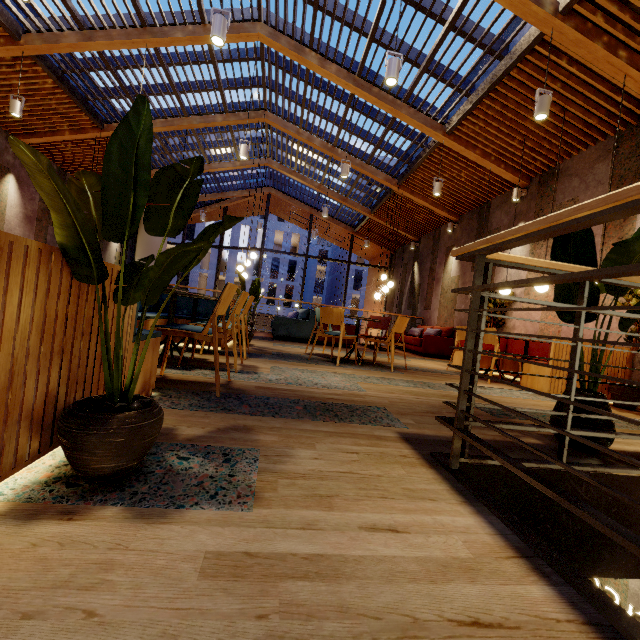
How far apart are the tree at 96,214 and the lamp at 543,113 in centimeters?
464cm

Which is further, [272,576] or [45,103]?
[45,103]

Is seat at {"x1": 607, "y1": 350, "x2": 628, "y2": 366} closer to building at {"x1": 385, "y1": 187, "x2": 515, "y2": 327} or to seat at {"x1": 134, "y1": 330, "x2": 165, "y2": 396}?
building at {"x1": 385, "y1": 187, "x2": 515, "y2": 327}

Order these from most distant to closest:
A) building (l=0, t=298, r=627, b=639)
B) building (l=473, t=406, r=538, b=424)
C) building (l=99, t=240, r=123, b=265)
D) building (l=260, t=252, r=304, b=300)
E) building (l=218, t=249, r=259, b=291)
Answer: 1. building (l=260, t=252, r=304, b=300)
2. building (l=218, t=249, r=259, b=291)
3. building (l=99, t=240, r=123, b=265)
4. building (l=473, t=406, r=538, b=424)
5. building (l=0, t=298, r=627, b=639)

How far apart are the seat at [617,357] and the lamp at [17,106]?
9.1 meters

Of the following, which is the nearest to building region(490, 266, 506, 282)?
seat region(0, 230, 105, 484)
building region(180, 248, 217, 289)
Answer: seat region(0, 230, 105, 484)

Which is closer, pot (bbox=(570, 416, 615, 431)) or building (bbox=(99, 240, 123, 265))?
pot (bbox=(570, 416, 615, 431))

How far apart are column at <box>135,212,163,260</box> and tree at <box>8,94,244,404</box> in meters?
14.4 m
